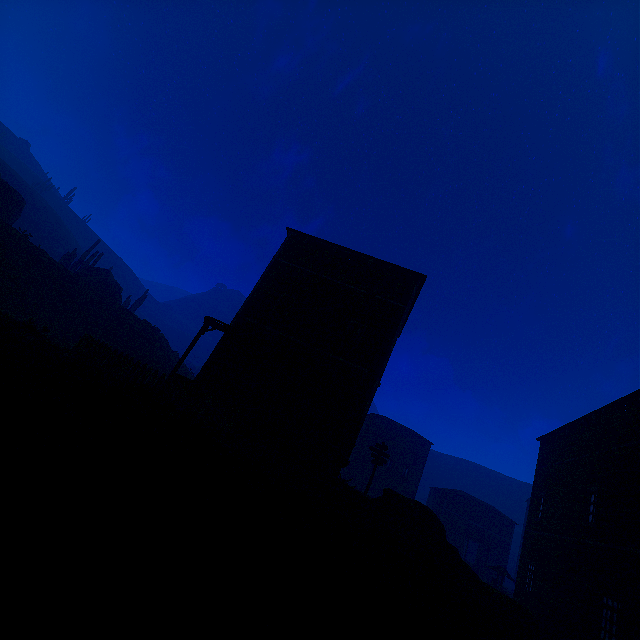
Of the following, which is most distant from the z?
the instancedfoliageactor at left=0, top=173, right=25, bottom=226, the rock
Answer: the instancedfoliageactor at left=0, top=173, right=25, bottom=226

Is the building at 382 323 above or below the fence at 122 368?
above

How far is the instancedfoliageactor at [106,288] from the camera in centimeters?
3412cm

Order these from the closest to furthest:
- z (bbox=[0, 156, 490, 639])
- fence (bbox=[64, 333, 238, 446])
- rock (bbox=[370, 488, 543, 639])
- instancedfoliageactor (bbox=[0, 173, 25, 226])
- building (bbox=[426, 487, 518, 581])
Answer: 1. z (bbox=[0, 156, 490, 639])
2. fence (bbox=[64, 333, 238, 446])
3. rock (bbox=[370, 488, 543, 639])
4. instancedfoliageactor (bbox=[0, 173, 25, 226])
5. building (bbox=[426, 487, 518, 581])

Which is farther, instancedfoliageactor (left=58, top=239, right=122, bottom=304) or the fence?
instancedfoliageactor (left=58, top=239, right=122, bottom=304)

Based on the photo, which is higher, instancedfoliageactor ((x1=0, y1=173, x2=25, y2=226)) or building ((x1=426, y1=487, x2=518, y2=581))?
instancedfoliageactor ((x1=0, y1=173, x2=25, y2=226))

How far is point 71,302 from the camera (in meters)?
25.78

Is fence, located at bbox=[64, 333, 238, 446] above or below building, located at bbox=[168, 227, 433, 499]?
below
